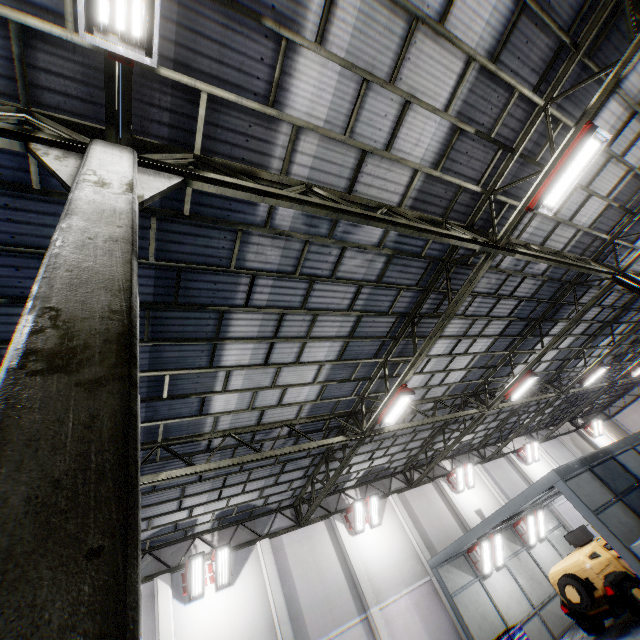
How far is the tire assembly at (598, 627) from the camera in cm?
1171

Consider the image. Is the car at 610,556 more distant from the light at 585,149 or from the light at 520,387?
the light at 585,149

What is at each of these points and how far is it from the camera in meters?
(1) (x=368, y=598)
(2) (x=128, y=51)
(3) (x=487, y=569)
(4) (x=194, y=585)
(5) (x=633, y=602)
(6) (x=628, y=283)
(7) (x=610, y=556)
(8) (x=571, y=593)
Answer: (1) cement column, 14.0 m
(2) light, 2.9 m
(3) light, 14.8 m
(4) light, 12.3 m
(5) tire assembly, 10.8 m
(6) metal pole, 10.9 m
(7) car, 12.3 m
(8) tire assembly, 11.6 m

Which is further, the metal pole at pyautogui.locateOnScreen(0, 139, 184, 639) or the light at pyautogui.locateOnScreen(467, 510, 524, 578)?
the light at pyautogui.locateOnScreen(467, 510, 524, 578)

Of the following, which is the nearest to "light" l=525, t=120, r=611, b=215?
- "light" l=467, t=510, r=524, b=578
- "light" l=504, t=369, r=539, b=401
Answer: "light" l=504, t=369, r=539, b=401

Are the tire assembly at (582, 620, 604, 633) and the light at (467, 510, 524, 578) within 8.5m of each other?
yes

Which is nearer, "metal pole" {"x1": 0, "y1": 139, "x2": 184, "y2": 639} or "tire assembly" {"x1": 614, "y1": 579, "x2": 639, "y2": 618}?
"metal pole" {"x1": 0, "y1": 139, "x2": 184, "y2": 639}

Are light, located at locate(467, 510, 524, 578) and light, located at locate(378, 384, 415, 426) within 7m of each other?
no
